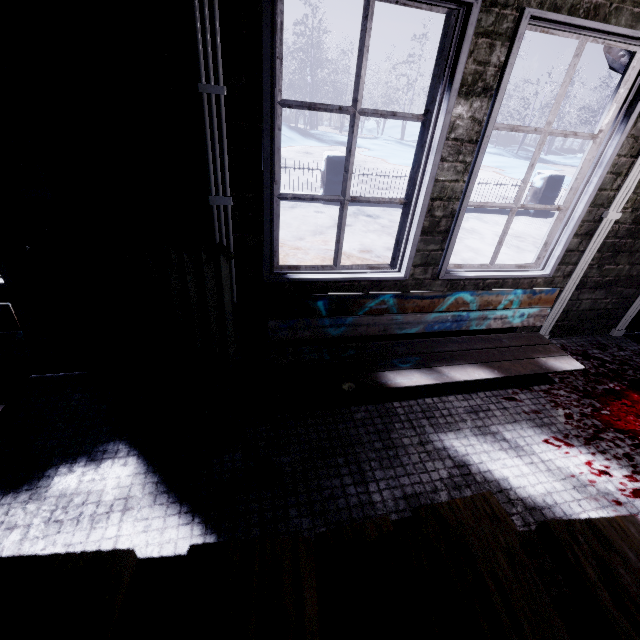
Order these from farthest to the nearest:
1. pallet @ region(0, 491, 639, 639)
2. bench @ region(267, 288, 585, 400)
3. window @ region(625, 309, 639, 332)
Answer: window @ region(625, 309, 639, 332)
bench @ region(267, 288, 585, 400)
pallet @ region(0, 491, 639, 639)

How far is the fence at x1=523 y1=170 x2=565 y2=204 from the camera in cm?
685

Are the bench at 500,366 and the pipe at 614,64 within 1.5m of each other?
yes

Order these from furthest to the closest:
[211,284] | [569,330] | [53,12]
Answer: [569,330] → [211,284] → [53,12]

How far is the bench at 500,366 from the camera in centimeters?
176cm

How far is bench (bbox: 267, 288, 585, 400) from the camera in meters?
1.8

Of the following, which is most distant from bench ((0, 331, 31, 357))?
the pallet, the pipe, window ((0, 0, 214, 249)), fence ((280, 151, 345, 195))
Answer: fence ((280, 151, 345, 195))
